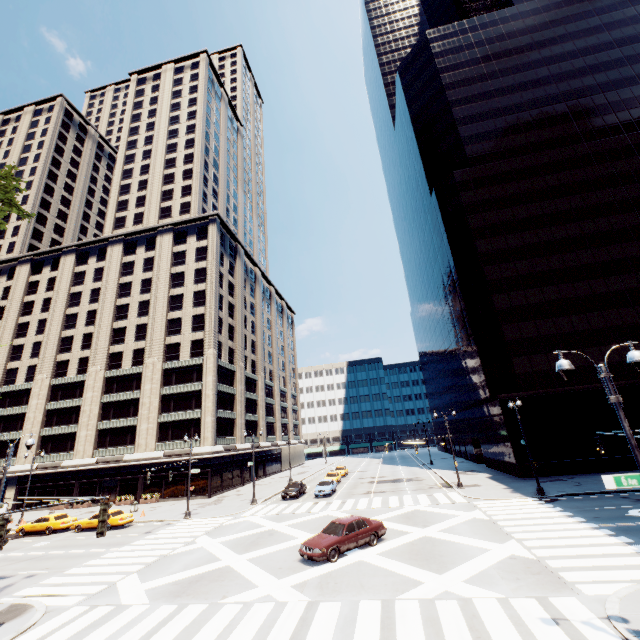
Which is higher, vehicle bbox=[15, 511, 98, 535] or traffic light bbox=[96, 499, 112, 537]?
traffic light bbox=[96, 499, 112, 537]

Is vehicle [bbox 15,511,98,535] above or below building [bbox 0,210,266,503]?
below

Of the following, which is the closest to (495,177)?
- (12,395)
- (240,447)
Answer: (240,447)

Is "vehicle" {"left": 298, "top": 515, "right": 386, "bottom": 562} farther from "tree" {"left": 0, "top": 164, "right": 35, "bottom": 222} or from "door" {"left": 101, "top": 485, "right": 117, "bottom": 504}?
"door" {"left": 101, "top": 485, "right": 117, "bottom": 504}

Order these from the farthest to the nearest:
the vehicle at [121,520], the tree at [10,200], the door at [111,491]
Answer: the door at [111,491] < the vehicle at [121,520] < the tree at [10,200]

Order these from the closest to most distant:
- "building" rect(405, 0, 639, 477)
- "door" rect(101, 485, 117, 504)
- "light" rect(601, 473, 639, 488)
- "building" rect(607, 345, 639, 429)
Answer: "light" rect(601, 473, 639, 488), "building" rect(607, 345, 639, 429), "building" rect(405, 0, 639, 477), "door" rect(101, 485, 117, 504)

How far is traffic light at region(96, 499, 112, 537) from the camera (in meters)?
9.12

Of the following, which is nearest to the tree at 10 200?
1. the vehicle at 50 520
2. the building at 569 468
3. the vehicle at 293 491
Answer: the vehicle at 50 520
